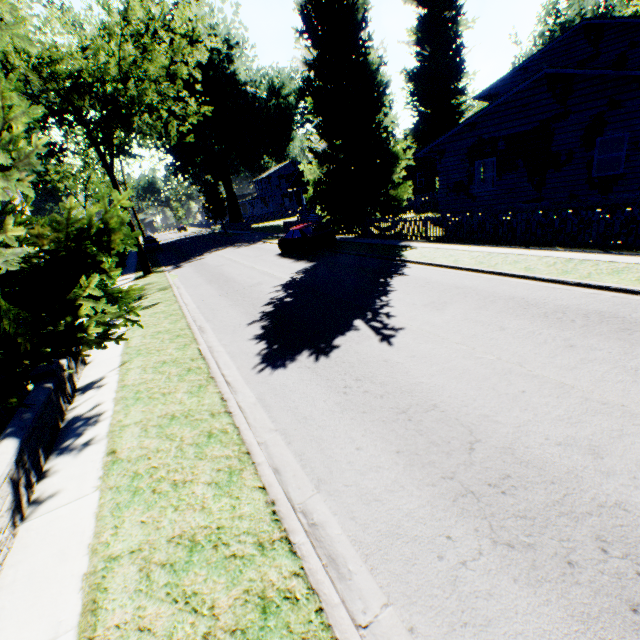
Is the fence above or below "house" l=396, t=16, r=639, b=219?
below

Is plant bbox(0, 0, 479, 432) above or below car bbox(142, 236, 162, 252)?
above

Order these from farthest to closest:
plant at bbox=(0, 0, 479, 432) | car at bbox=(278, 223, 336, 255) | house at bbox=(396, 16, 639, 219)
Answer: car at bbox=(278, 223, 336, 255) → house at bbox=(396, 16, 639, 219) → plant at bbox=(0, 0, 479, 432)

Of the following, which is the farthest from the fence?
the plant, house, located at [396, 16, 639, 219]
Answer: house, located at [396, 16, 639, 219]

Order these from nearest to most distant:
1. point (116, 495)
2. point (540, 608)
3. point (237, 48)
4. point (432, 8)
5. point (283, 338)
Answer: point (540, 608), point (116, 495), point (283, 338), point (432, 8), point (237, 48)

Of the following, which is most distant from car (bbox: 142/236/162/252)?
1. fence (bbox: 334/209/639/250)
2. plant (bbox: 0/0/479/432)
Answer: fence (bbox: 334/209/639/250)

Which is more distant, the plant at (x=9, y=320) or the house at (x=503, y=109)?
the house at (x=503, y=109)

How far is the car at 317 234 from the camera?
18.31m
